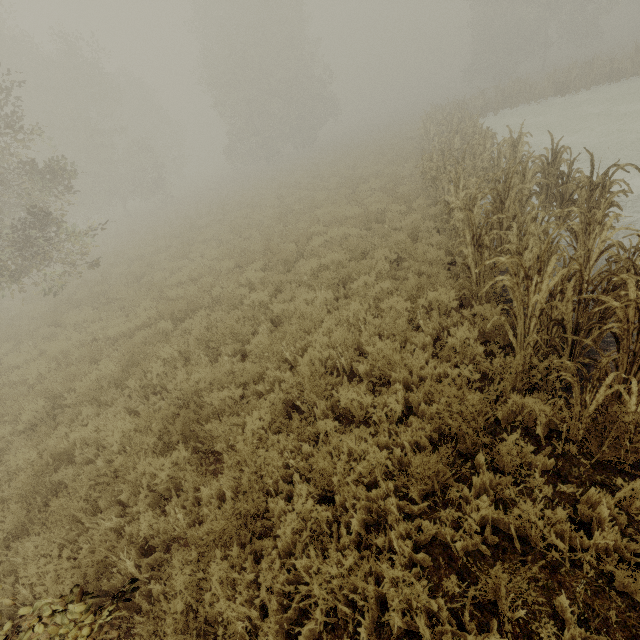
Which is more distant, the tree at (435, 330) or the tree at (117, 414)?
the tree at (435, 330)

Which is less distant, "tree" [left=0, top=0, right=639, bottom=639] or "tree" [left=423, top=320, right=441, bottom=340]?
"tree" [left=0, top=0, right=639, bottom=639]

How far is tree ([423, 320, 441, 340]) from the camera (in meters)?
5.52

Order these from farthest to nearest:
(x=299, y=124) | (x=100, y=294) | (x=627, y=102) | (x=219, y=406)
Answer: (x=299, y=124) < (x=627, y=102) < (x=100, y=294) < (x=219, y=406)

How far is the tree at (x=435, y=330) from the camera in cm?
552
